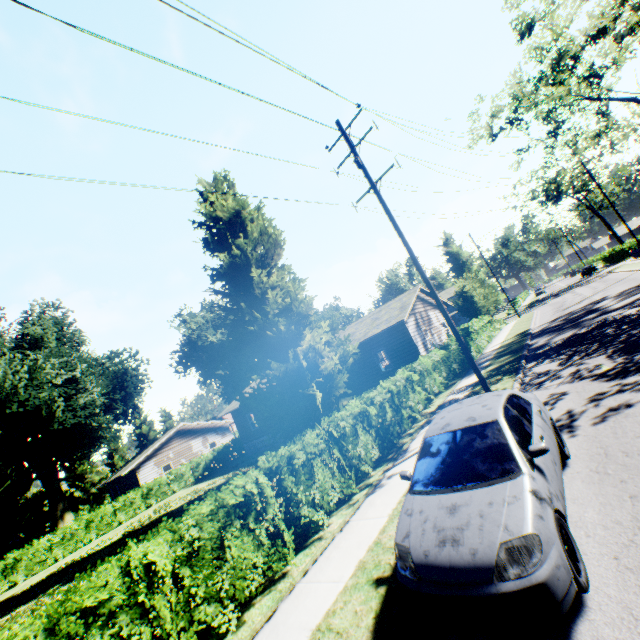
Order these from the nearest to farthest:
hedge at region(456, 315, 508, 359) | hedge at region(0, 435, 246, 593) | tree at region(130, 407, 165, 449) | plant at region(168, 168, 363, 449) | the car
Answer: the car, plant at region(168, 168, 363, 449), hedge at region(0, 435, 246, 593), hedge at region(456, 315, 508, 359), tree at region(130, 407, 165, 449)

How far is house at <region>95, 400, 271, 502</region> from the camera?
30.3m

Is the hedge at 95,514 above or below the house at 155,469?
below

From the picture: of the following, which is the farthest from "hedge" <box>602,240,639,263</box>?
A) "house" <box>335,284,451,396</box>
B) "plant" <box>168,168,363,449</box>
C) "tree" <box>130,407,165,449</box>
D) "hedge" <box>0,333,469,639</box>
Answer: "tree" <box>130,407,165,449</box>

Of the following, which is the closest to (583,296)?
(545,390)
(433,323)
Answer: (433,323)

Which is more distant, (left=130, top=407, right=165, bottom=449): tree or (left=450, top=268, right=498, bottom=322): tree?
(left=130, top=407, right=165, bottom=449): tree

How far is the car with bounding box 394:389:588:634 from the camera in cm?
306

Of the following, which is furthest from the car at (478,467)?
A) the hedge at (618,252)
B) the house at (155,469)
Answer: the hedge at (618,252)
